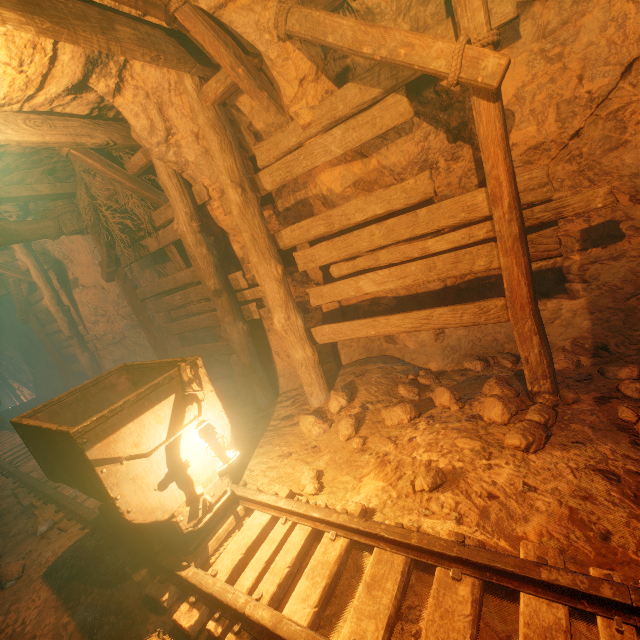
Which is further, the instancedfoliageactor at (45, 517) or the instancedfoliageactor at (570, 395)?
the instancedfoliageactor at (45, 517)

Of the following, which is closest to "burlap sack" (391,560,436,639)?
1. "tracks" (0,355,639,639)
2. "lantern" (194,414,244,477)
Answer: "tracks" (0,355,639,639)

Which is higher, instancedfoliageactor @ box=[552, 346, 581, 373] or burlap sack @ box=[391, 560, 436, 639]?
burlap sack @ box=[391, 560, 436, 639]

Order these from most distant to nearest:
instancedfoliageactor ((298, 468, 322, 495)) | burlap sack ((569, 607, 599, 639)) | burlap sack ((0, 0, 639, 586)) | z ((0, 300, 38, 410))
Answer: z ((0, 300, 38, 410)) → instancedfoliageactor ((298, 468, 322, 495)) → burlap sack ((0, 0, 639, 586)) → burlap sack ((569, 607, 599, 639))

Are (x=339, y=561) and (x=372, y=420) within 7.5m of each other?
yes

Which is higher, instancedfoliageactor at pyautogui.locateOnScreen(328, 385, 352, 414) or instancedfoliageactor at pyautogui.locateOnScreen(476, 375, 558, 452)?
instancedfoliageactor at pyautogui.locateOnScreen(328, 385, 352, 414)

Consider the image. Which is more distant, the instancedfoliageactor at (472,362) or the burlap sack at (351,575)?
the instancedfoliageactor at (472,362)

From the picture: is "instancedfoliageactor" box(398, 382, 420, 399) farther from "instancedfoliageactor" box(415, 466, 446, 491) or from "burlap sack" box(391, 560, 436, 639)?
"instancedfoliageactor" box(415, 466, 446, 491)
